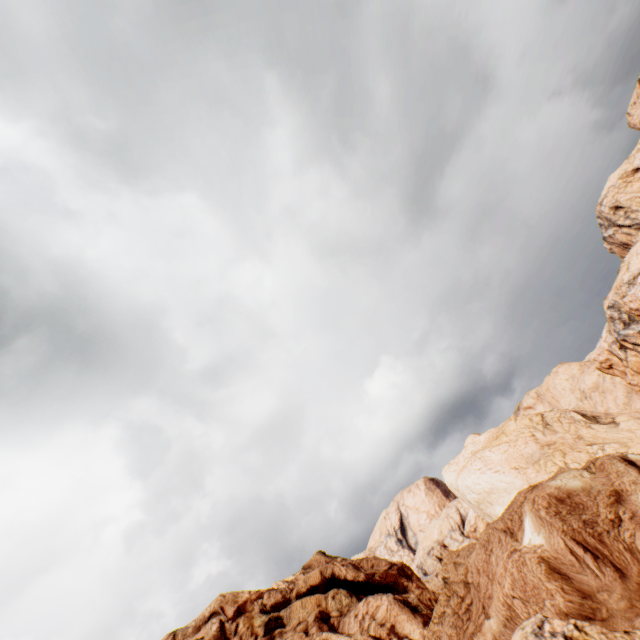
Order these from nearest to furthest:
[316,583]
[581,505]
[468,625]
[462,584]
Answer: [581,505] < [468,625] < [462,584] < [316,583]
